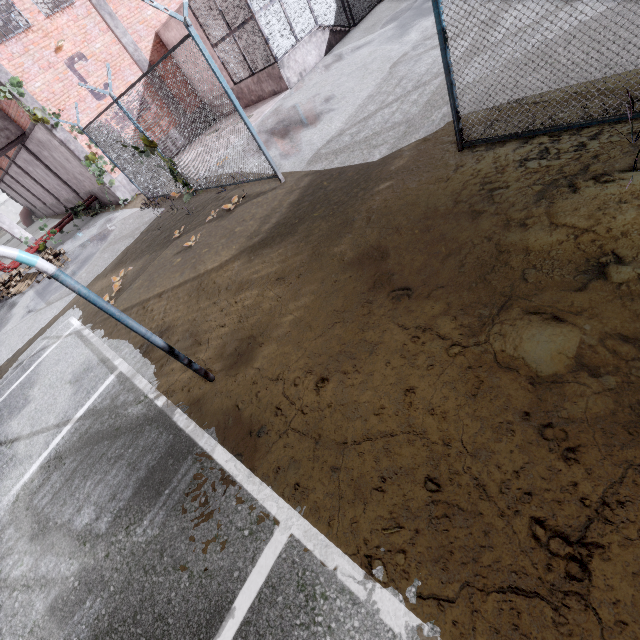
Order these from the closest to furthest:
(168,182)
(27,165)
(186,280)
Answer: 1. (186,280)
2. (168,182)
3. (27,165)

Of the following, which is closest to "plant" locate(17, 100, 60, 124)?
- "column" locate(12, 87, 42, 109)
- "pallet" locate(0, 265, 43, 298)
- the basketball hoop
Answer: "column" locate(12, 87, 42, 109)

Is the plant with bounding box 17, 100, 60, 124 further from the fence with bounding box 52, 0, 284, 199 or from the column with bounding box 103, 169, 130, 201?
the fence with bounding box 52, 0, 284, 199

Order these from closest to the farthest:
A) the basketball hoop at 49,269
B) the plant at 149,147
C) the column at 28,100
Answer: the basketball hoop at 49,269 < the plant at 149,147 < the column at 28,100

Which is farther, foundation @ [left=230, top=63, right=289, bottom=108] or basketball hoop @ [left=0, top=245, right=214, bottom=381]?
foundation @ [left=230, top=63, right=289, bottom=108]

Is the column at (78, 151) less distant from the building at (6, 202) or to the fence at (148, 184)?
the fence at (148, 184)

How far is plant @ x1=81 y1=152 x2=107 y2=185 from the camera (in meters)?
13.51

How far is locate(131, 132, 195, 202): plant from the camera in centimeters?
879cm
